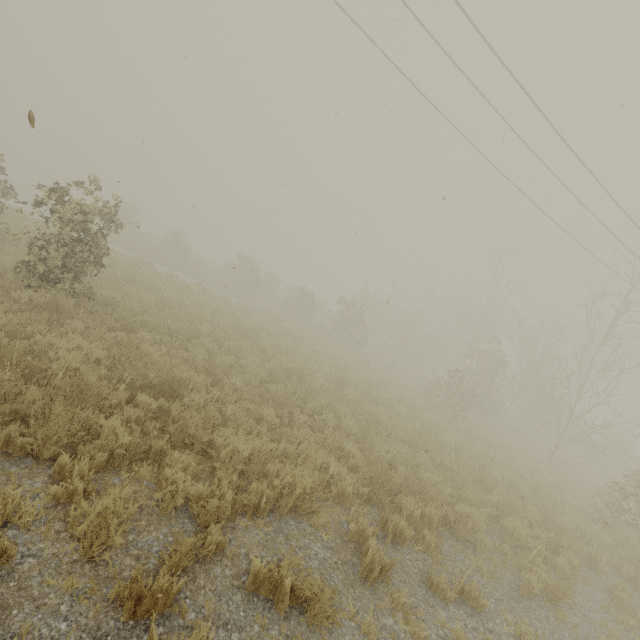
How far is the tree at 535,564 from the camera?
5.6m

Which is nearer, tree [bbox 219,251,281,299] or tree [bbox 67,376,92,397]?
tree [bbox 67,376,92,397]

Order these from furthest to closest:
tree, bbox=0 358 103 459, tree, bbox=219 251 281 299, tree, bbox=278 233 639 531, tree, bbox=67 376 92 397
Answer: tree, bbox=219 251 281 299 < tree, bbox=278 233 639 531 < tree, bbox=67 376 92 397 < tree, bbox=0 358 103 459

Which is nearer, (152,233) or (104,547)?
(104,547)

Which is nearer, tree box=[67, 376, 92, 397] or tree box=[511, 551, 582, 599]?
tree box=[67, 376, 92, 397]

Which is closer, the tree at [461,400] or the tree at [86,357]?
the tree at [86,357]

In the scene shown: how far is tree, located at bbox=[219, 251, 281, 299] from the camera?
28.05m

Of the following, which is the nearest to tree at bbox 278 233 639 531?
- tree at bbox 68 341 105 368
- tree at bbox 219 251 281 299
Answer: tree at bbox 68 341 105 368
